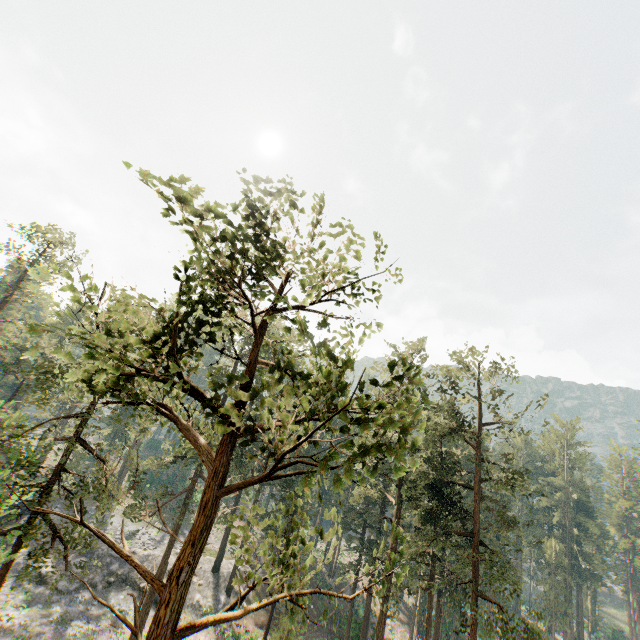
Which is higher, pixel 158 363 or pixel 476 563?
pixel 158 363

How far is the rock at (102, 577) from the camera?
29.9 meters

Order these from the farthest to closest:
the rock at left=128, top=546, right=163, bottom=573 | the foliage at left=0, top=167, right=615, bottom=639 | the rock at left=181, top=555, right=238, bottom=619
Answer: the rock at left=128, top=546, right=163, bottom=573
the rock at left=181, top=555, right=238, bottom=619
the foliage at left=0, top=167, right=615, bottom=639

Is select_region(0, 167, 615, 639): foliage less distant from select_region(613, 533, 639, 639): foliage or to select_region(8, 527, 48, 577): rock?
select_region(8, 527, 48, 577): rock

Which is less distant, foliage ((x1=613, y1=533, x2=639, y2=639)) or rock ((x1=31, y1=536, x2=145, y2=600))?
rock ((x1=31, y1=536, x2=145, y2=600))
